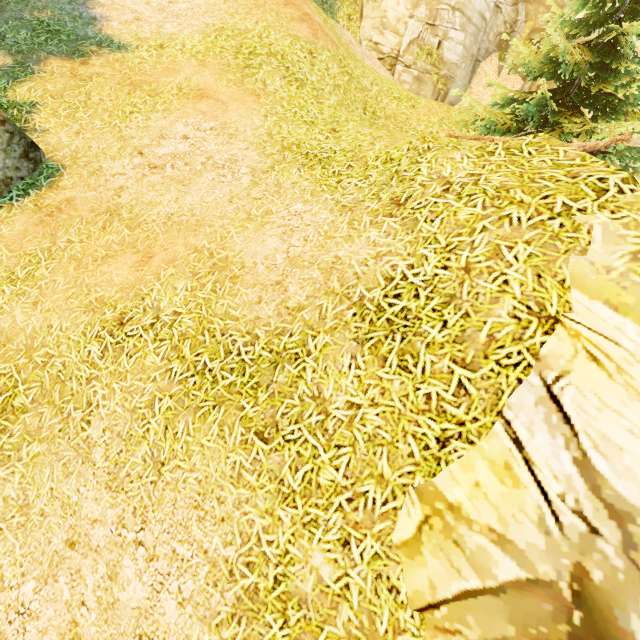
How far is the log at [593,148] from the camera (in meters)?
6.18

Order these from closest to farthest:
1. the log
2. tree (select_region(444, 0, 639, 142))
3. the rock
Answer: the rock < the log < tree (select_region(444, 0, 639, 142))

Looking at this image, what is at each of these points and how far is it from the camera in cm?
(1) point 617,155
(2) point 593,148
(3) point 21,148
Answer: (1) tree, 880
(2) log, 656
(3) rock, 527

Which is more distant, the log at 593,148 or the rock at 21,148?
the log at 593,148

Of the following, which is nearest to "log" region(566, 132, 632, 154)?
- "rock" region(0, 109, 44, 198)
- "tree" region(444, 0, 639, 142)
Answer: "tree" region(444, 0, 639, 142)

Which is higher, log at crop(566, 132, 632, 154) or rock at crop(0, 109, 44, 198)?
log at crop(566, 132, 632, 154)
